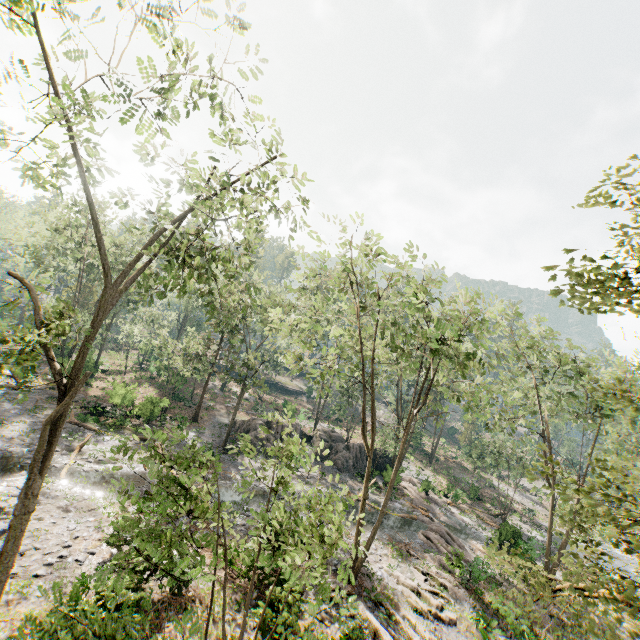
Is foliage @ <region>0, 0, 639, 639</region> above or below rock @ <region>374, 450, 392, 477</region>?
above

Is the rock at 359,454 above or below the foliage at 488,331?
below

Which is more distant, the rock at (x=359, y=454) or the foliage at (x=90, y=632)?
the rock at (x=359, y=454)

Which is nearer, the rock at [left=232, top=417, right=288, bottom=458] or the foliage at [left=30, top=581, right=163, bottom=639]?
the foliage at [left=30, top=581, right=163, bottom=639]

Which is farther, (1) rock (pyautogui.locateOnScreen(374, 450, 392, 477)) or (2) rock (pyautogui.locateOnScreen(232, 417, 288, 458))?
(1) rock (pyautogui.locateOnScreen(374, 450, 392, 477))

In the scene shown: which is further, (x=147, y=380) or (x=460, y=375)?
(x=147, y=380)

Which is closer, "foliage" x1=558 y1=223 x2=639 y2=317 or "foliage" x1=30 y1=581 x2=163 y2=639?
"foliage" x1=30 y1=581 x2=163 y2=639

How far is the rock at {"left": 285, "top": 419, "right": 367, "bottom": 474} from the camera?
34.03m
